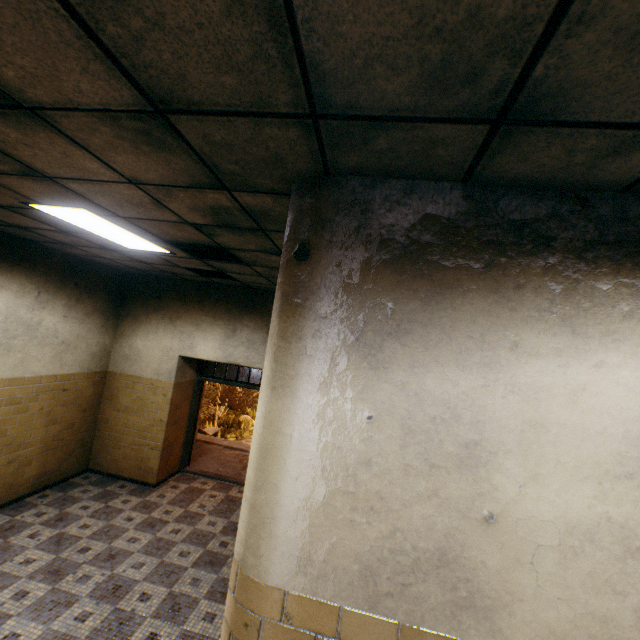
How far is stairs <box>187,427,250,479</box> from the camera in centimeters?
724cm

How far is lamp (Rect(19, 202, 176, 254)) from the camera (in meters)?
A: 2.87

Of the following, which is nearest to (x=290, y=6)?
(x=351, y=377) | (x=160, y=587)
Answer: (x=351, y=377)

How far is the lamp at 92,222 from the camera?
2.87m

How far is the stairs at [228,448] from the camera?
7.2 meters

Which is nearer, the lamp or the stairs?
the lamp

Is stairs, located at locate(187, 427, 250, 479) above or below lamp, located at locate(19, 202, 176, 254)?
below
